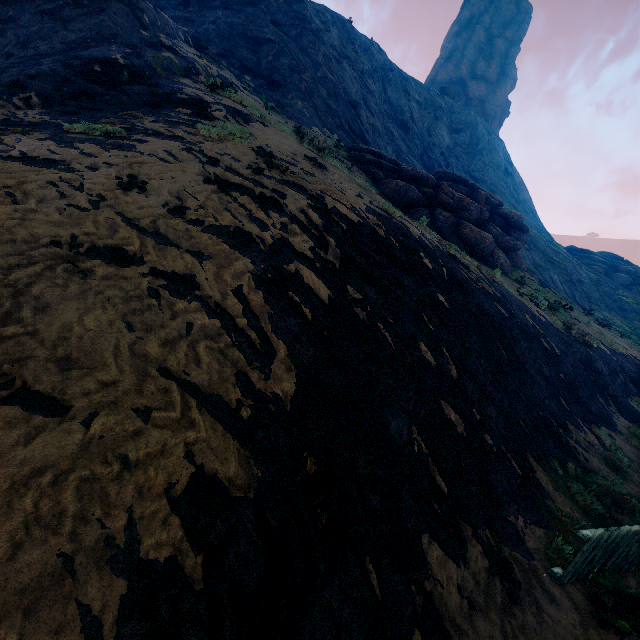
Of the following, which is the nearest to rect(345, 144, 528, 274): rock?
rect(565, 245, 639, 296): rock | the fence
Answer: the fence

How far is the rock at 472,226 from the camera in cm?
1633

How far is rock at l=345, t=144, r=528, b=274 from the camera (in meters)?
16.33

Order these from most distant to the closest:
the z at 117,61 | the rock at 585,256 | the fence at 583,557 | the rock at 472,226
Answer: the rock at 585,256 < the rock at 472,226 < the fence at 583,557 < the z at 117,61

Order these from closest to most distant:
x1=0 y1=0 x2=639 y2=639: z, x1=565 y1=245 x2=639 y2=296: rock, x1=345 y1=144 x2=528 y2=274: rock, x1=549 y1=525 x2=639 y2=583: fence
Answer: x1=0 y1=0 x2=639 y2=639: z, x1=549 y1=525 x2=639 y2=583: fence, x1=345 y1=144 x2=528 y2=274: rock, x1=565 y1=245 x2=639 y2=296: rock

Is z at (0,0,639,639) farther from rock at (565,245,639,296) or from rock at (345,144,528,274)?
rock at (345,144,528,274)

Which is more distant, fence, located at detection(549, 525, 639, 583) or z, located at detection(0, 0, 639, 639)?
fence, located at detection(549, 525, 639, 583)

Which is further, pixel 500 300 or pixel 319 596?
pixel 500 300
